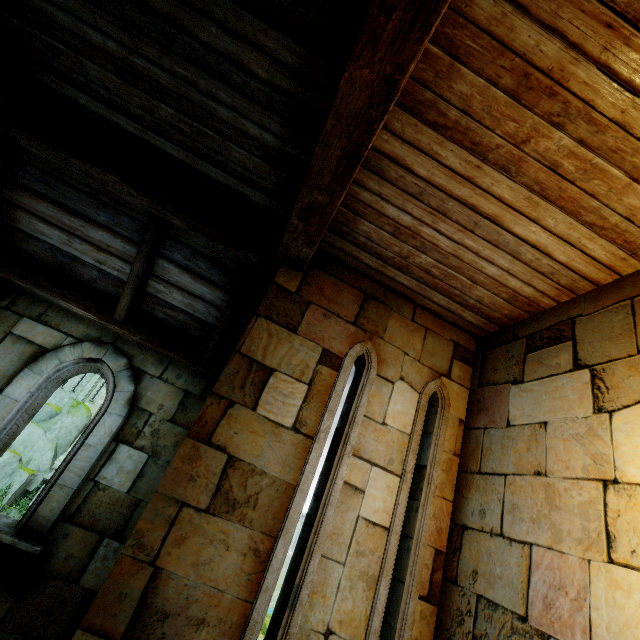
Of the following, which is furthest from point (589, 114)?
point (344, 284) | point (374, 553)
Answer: point (374, 553)

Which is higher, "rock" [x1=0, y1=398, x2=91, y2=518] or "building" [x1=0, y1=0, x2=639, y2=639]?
"building" [x1=0, y1=0, x2=639, y2=639]

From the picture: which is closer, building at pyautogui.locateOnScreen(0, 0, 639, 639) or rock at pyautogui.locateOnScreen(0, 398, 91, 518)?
building at pyautogui.locateOnScreen(0, 0, 639, 639)

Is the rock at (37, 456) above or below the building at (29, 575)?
below

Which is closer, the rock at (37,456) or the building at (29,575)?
the building at (29,575)
